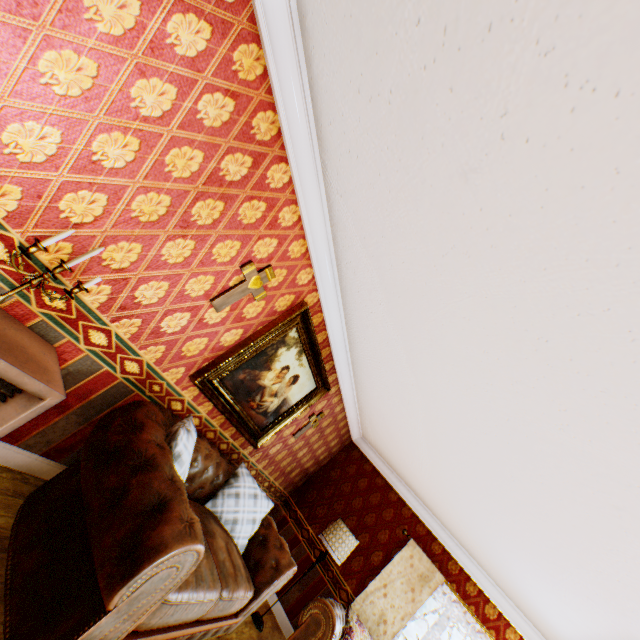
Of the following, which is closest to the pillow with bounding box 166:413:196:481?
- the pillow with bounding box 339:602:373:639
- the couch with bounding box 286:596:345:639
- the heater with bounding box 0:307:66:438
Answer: the heater with bounding box 0:307:66:438

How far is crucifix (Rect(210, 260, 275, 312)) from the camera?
2.8m

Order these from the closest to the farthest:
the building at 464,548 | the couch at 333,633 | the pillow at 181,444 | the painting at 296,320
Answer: the building at 464,548, the pillow at 181,444, the painting at 296,320, the couch at 333,633

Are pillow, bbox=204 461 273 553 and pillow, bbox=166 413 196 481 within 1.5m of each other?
yes

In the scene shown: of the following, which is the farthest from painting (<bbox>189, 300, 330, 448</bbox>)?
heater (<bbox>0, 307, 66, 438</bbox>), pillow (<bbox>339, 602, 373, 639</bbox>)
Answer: pillow (<bbox>339, 602, 373, 639</bbox>)

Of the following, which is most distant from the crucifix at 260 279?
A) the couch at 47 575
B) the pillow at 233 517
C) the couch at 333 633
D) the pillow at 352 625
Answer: the pillow at 352 625

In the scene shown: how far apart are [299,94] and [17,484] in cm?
354

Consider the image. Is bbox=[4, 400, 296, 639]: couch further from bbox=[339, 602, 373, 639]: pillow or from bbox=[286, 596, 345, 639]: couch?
bbox=[339, 602, 373, 639]: pillow
